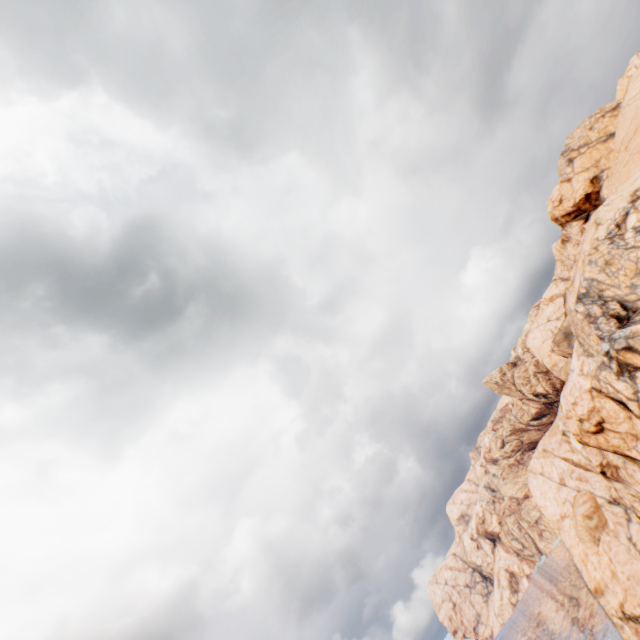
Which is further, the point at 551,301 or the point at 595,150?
the point at 551,301
